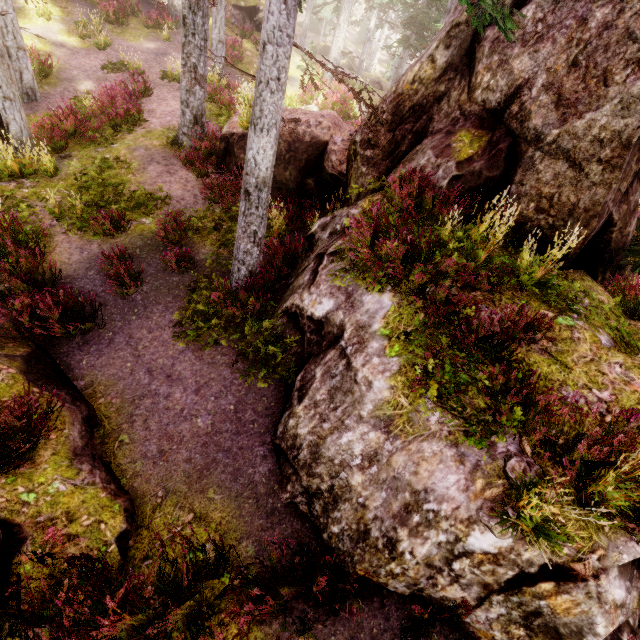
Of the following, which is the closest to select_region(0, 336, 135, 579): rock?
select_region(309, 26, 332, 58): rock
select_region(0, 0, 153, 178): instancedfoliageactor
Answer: select_region(0, 0, 153, 178): instancedfoliageactor

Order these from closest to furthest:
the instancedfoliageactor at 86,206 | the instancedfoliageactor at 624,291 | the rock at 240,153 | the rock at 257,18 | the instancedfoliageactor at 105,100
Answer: the instancedfoliageactor at 624,291 → the instancedfoliageactor at 86,206 → the instancedfoliageactor at 105,100 → the rock at 240,153 → the rock at 257,18

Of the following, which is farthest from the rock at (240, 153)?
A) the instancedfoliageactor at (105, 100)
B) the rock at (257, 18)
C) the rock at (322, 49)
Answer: the rock at (322, 49)

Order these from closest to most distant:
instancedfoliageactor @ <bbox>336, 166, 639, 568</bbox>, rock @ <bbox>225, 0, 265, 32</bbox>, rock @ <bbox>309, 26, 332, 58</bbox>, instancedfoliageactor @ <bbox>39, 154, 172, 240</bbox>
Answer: instancedfoliageactor @ <bbox>336, 166, 639, 568</bbox> < instancedfoliageactor @ <bbox>39, 154, 172, 240</bbox> < rock @ <bbox>225, 0, 265, 32</bbox> < rock @ <bbox>309, 26, 332, 58</bbox>

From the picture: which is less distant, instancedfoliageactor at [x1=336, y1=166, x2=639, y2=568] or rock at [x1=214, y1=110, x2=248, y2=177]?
instancedfoliageactor at [x1=336, y1=166, x2=639, y2=568]

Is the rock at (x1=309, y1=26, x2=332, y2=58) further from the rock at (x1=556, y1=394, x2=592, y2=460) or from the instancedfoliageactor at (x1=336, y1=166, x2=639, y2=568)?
the rock at (x1=556, y1=394, x2=592, y2=460)

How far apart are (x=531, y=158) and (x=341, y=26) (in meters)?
23.26
